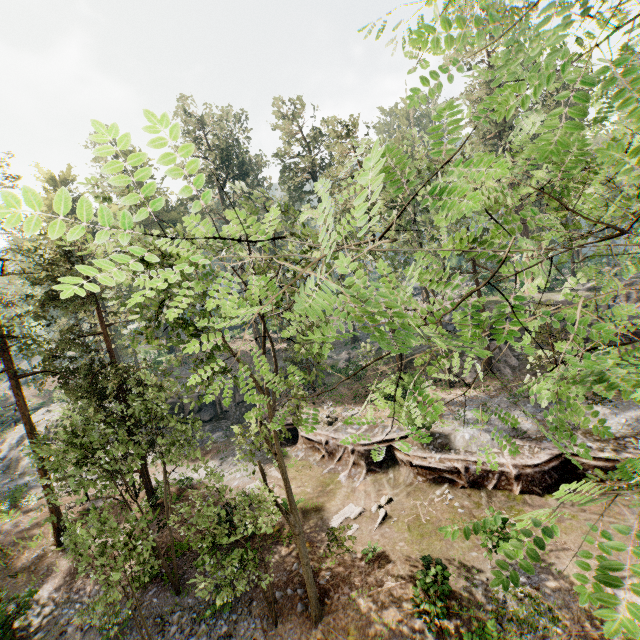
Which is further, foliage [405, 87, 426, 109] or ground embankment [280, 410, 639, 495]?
ground embankment [280, 410, 639, 495]

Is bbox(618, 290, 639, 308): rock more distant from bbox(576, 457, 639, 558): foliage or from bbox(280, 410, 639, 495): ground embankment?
bbox(280, 410, 639, 495): ground embankment

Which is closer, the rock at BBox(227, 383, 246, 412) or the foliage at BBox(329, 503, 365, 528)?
the foliage at BBox(329, 503, 365, 528)

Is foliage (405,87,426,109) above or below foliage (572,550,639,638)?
above

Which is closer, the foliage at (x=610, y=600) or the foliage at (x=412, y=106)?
the foliage at (x=610, y=600)

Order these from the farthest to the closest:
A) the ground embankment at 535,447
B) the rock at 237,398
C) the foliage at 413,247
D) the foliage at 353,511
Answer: the rock at 237,398 < the foliage at 353,511 < the ground embankment at 535,447 < the foliage at 413,247

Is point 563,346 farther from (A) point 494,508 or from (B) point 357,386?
(B) point 357,386

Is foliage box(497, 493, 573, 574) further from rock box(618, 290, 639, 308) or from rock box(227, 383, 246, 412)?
rock box(227, 383, 246, 412)
